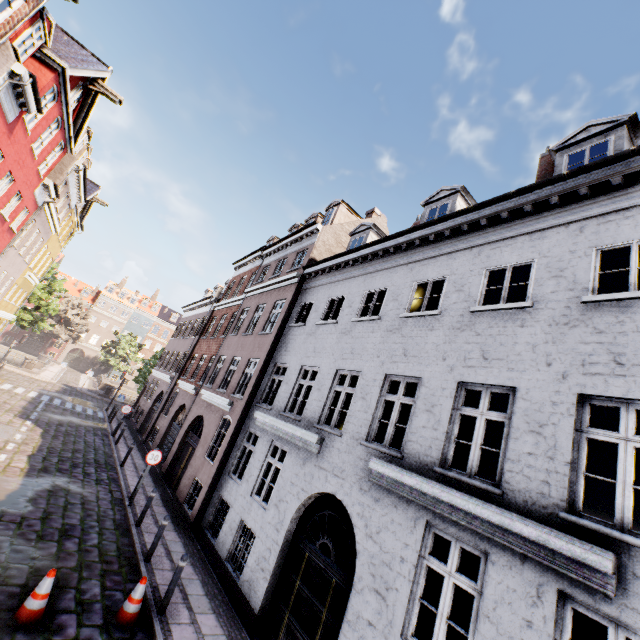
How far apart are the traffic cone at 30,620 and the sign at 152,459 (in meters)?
5.77

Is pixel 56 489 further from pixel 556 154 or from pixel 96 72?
pixel 556 154

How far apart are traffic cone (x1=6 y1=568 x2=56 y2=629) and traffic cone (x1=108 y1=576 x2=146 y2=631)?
1.1m

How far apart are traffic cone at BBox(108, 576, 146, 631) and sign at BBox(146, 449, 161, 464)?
5.4 meters

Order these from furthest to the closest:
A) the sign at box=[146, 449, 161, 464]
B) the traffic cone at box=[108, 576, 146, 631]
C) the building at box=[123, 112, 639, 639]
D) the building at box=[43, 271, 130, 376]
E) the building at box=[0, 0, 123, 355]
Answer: the building at box=[43, 271, 130, 376]
the sign at box=[146, 449, 161, 464]
the building at box=[0, 0, 123, 355]
the traffic cone at box=[108, 576, 146, 631]
the building at box=[123, 112, 639, 639]

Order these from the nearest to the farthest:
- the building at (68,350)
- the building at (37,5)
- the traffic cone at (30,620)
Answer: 1. the traffic cone at (30,620)
2. the building at (37,5)
3. the building at (68,350)

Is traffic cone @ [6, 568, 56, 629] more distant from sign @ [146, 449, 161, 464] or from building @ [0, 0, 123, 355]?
sign @ [146, 449, 161, 464]

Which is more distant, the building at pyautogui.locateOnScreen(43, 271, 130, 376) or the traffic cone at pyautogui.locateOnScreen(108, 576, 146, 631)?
the building at pyautogui.locateOnScreen(43, 271, 130, 376)
